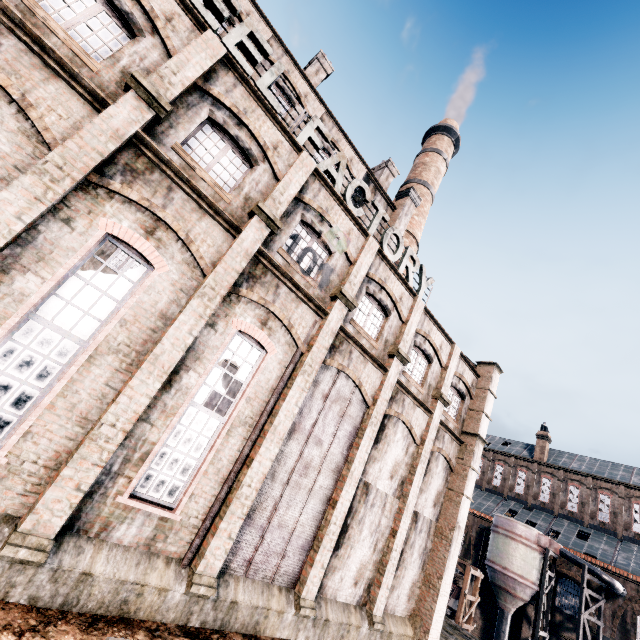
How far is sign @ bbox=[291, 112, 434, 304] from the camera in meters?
13.0

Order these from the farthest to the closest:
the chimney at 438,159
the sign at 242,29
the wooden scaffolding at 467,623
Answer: the chimney at 438,159 < the wooden scaffolding at 467,623 < the sign at 242,29

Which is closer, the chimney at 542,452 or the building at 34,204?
the building at 34,204

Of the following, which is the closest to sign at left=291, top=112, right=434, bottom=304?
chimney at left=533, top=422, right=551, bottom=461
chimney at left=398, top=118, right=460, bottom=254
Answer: chimney at left=398, top=118, right=460, bottom=254

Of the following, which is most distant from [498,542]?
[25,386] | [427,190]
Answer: [25,386]

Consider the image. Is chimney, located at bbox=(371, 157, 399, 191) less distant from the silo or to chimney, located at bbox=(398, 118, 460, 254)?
chimney, located at bbox=(398, 118, 460, 254)

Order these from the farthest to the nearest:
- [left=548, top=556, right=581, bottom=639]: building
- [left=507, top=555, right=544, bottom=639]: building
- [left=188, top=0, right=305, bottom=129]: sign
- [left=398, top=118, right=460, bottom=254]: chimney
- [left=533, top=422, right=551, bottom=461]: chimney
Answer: [left=533, top=422, right=551, bottom=461]: chimney < [left=507, top=555, right=544, bottom=639]: building < [left=548, top=556, right=581, bottom=639]: building < [left=398, top=118, right=460, bottom=254]: chimney < [left=188, top=0, right=305, bottom=129]: sign

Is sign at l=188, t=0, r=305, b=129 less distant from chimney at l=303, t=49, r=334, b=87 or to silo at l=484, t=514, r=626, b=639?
chimney at l=303, t=49, r=334, b=87
